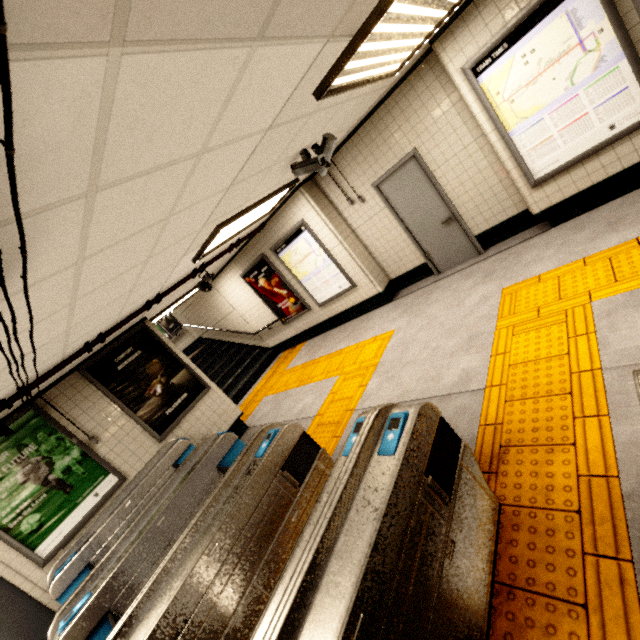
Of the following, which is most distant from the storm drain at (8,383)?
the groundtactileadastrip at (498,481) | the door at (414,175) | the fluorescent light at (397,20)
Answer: the groundtactileadastrip at (498,481)

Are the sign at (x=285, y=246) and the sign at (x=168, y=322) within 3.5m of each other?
no

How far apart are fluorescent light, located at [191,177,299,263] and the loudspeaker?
1.4 meters

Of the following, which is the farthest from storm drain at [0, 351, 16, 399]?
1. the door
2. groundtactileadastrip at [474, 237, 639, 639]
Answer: groundtactileadastrip at [474, 237, 639, 639]

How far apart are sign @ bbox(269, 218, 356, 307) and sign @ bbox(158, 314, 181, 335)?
6.20m

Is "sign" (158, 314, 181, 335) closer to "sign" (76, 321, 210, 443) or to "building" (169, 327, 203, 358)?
"building" (169, 327, 203, 358)

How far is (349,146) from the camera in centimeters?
555cm

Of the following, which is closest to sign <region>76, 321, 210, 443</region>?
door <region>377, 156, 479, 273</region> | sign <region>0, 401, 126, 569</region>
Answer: sign <region>0, 401, 126, 569</region>
